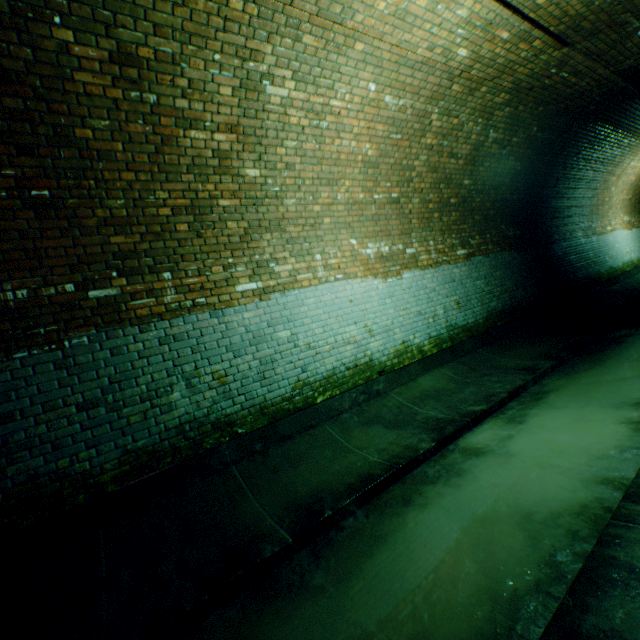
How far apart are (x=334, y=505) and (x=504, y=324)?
6.14m

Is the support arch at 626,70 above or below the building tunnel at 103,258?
above

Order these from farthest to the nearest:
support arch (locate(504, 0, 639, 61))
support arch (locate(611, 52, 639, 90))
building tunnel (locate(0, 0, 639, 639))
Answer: support arch (locate(611, 52, 639, 90))
support arch (locate(504, 0, 639, 61))
building tunnel (locate(0, 0, 639, 639))

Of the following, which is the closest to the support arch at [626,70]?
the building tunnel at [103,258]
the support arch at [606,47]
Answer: the building tunnel at [103,258]

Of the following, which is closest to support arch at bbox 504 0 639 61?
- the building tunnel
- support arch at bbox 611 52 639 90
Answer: the building tunnel

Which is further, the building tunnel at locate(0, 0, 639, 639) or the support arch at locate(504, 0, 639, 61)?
the support arch at locate(504, 0, 639, 61)

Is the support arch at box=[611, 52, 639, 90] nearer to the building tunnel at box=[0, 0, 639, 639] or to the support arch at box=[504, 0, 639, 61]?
the building tunnel at box=[0, 0, 639, 639]
